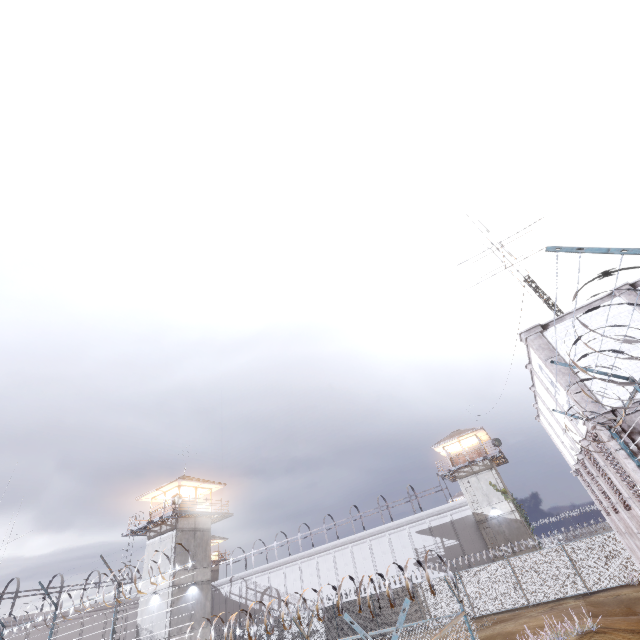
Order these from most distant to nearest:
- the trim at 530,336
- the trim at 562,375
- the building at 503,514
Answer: the building at 503,514 → the trim at 562,375 → the trim at 530,336

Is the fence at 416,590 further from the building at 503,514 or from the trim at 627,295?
the building at 503,514

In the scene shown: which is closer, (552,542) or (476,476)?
(552,542)

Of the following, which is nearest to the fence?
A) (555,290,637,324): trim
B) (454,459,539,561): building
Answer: (555,290,637,324): trim

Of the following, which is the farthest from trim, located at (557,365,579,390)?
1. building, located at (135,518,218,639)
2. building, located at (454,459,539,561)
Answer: building, located at (135,518,218,639)

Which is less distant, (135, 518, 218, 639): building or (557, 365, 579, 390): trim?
(557, 365, 579, 390): trim

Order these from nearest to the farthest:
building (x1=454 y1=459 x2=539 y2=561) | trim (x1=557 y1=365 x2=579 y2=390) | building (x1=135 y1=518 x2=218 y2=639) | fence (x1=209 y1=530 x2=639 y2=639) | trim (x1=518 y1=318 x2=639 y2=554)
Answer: fence (x1=209 y1=530 x2=639 y2=639)
trim (x1=518 y1=318 x2=639 y2=554)
trim (x1=557 y1=365 x2=579 y2=390)
building (x1=135 y1=518 x2=218 y2=639)
building (x1=454 y1=459 x2=539 y2=561)
